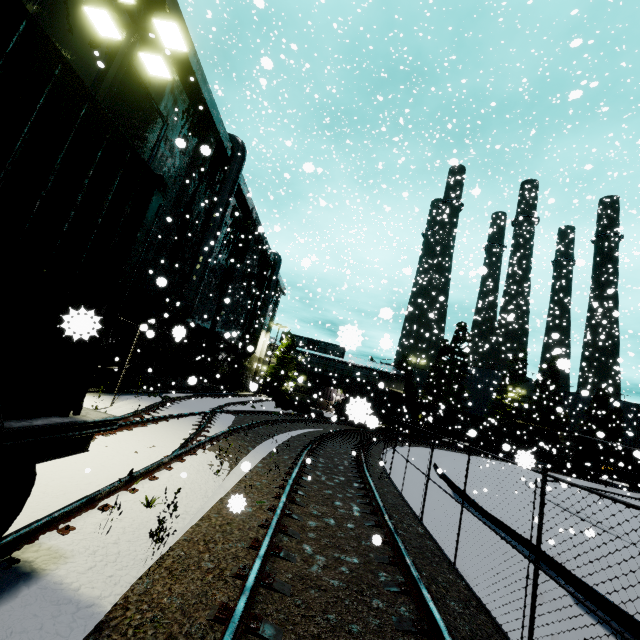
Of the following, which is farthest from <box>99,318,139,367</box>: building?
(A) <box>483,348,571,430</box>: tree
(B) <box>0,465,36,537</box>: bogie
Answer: (A) <box>483,348,571,430</box>: tree

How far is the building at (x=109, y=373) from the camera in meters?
14.5

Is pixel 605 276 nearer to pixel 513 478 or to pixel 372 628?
pixel 513 478

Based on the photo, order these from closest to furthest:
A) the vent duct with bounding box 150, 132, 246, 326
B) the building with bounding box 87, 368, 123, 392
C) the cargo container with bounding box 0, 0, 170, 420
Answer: the cargo container with bounding box 0, 0, 170, 420 → the building with bounding box 87, 368, 123, 392 → the vent duct with bounding box 150, 132, 246, 326

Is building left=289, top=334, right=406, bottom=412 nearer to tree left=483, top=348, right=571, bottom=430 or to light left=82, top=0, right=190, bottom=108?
light left=82, top=0, right=190, bottom=108

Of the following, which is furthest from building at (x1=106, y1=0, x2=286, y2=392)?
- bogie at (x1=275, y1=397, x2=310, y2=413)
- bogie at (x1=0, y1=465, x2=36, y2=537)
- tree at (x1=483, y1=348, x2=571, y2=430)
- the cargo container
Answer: tree at (x1=483, y1=348, x2=571, y2=430)

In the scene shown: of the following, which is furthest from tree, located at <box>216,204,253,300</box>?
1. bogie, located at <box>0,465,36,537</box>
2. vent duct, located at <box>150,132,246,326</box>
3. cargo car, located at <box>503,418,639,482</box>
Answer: bogie, located at <box>0,465,36,537</box>

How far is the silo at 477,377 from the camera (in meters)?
54.22
